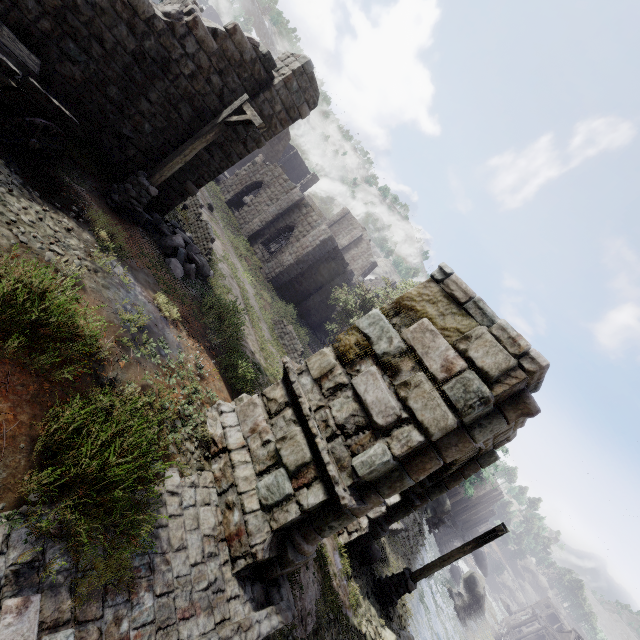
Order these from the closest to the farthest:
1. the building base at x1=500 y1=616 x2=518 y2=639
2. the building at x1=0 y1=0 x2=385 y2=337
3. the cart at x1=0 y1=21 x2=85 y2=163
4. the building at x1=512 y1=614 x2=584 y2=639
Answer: the cart at x1=0 y1=21 x2=85 y2=163
the building at x1=0 y1=0 x2=385 y2=337
the building at x1=512 y1=614 x2=584 y2=639
the building base at x1=500 y1=616 x2=518 y2=639

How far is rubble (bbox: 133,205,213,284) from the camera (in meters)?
10.00

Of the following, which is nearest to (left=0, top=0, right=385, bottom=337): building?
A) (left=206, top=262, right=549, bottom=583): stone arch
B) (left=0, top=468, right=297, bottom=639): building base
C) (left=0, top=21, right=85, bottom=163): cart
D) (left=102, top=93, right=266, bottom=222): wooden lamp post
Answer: (left=206, top=262, right=549, bottom=583): stone arch

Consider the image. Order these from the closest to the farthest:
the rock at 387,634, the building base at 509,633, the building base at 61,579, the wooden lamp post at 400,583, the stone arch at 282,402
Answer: the building base at 61,579 → the stone arch at 282,402 → the rock at 387,634 → the wooden lamp post at 400,583 → the building base at 509,633

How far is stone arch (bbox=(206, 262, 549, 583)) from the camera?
5.23m

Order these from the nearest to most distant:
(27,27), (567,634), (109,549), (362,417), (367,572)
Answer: (109,549) < (362,417) < (27,27) < (367,572) < (567,634)

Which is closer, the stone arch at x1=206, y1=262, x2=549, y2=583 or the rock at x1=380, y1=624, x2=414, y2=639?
the stone arch at x1=206, y1=262, x2=549, y2=583

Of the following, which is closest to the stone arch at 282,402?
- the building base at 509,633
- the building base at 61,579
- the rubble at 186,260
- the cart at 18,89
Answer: the building base at 61,579
